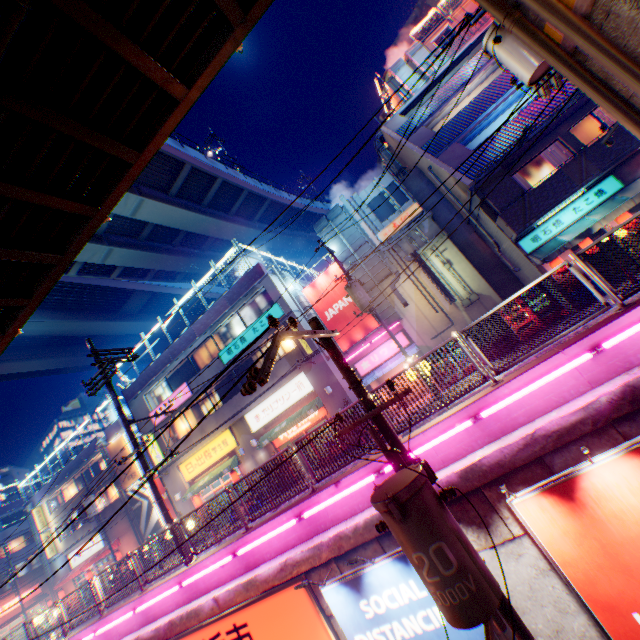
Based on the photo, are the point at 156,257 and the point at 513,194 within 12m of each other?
no

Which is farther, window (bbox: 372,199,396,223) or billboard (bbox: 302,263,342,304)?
billboard (bbox: 302,263,342,304)

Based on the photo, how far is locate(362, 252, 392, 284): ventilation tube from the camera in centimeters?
1906cm

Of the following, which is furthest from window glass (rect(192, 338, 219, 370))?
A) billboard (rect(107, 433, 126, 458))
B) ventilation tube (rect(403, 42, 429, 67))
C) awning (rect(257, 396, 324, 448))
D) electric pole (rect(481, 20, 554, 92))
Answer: ventilation tube (rect(403, 42, 429, 67))

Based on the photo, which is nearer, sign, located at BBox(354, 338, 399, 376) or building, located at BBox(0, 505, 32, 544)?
sign, located at BBox(354, 338, 399, 376)

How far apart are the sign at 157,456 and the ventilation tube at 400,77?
31.5m

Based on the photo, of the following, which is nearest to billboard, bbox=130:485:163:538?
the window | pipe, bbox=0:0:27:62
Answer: pipe, bbox=0:0:27:62

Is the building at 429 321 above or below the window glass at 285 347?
below
